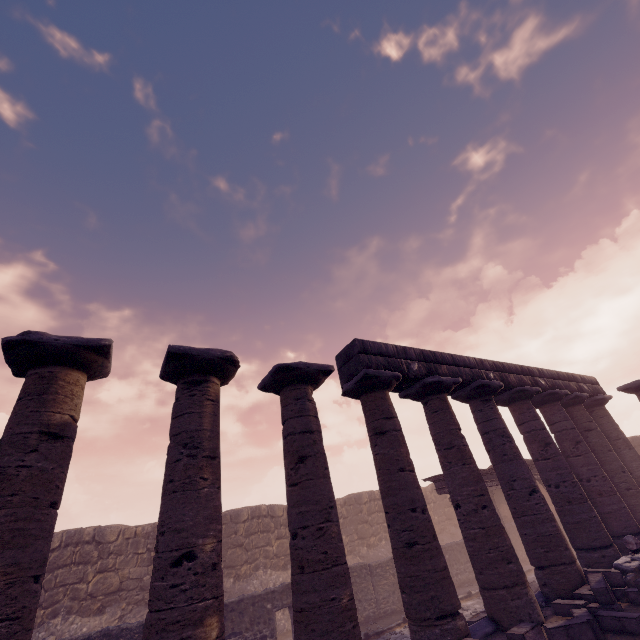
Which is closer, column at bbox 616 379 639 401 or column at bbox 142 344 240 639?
column at bbox 142 344 240 639

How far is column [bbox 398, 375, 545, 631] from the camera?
6.8 meters

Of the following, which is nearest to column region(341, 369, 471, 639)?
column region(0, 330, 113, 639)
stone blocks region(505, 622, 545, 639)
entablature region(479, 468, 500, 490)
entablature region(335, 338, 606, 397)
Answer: entablature region(335, 338, 606, 397)

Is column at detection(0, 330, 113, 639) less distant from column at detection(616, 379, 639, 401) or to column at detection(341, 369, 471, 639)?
column at detection(341, 369, 471, 639)

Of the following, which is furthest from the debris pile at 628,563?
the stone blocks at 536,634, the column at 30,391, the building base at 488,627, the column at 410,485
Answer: the column at 30,391

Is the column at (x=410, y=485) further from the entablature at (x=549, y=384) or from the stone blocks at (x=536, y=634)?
the stone blocks at (x=536, y=634)

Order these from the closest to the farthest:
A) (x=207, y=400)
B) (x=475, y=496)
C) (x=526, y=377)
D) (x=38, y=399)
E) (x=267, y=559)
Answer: (x=38, y=399)
(x=207, y=400)
(x=475, y=496)
(x=526, y=377)
(x=267, y=559)

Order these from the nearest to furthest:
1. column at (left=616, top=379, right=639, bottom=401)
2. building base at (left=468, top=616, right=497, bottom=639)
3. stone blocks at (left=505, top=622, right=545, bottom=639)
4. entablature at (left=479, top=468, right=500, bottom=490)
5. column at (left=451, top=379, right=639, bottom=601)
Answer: stone blocks at (left=505, top=622, right=545, bottom=639), building base at (left=468, top=616, right=497, bottom=639), column at (left=451, top=379, right=639, bottom=601), column at (left=616, top=379, right=639, bottom=401), entablature at (left=479, top=468, right=500, bottom=490)
